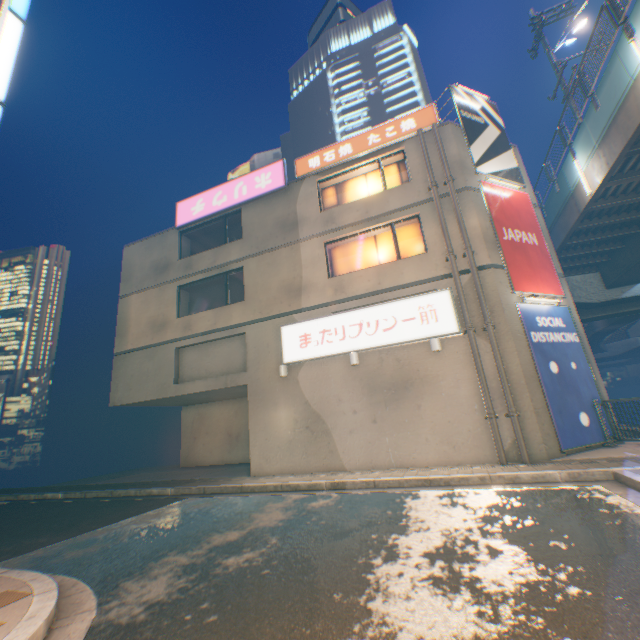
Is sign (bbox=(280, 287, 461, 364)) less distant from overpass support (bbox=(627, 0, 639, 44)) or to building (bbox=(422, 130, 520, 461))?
building (bbox=(422, 130, 520, 461))

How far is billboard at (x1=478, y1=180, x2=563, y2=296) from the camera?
10.58m

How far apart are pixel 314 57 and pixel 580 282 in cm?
5882

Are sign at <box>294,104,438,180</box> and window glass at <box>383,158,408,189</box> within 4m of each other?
yes

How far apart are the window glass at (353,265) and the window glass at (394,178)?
1.5 meters

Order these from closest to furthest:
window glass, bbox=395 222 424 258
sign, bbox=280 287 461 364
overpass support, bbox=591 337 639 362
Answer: sign, bbox=280 287 461 364
window glass, bbox=395 222 424 258
overpass support, bbox=591 337 639 362

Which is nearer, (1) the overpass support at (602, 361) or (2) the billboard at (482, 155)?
(2) the billboard at (482, 155)

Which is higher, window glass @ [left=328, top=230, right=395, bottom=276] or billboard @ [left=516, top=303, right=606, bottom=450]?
window glass @ [left=328, top=230, right=395, bottom=276]
